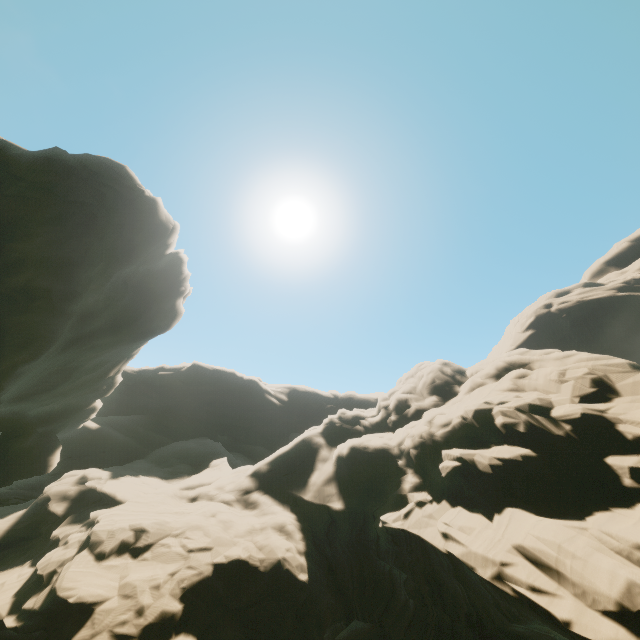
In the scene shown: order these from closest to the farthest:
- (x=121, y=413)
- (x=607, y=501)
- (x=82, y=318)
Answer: (x=607, y=501)
(x=82, y=318)
(x=121, y=413)
